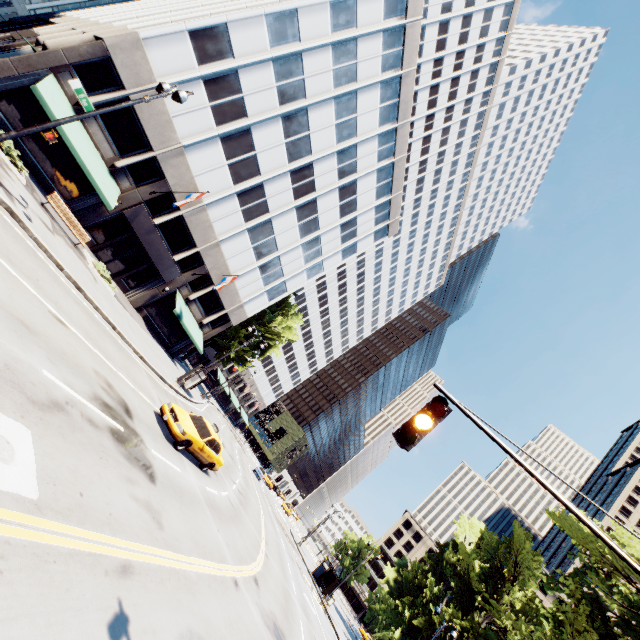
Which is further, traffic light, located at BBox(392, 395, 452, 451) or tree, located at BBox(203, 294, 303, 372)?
tree, located at BBox(203, 294, 303, 372)

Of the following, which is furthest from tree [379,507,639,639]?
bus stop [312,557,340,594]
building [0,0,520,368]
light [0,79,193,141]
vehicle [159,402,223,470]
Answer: light [0,79,193,141]

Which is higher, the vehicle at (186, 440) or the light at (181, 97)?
the light at (181, 97)

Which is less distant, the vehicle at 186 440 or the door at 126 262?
the vehicle at 186 440

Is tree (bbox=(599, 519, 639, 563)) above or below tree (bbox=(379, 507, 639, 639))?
above

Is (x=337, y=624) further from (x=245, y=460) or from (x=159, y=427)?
(x=159, y=427)

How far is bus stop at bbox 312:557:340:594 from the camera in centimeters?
3538cm

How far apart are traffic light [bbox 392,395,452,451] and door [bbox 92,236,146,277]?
26.9 meters
